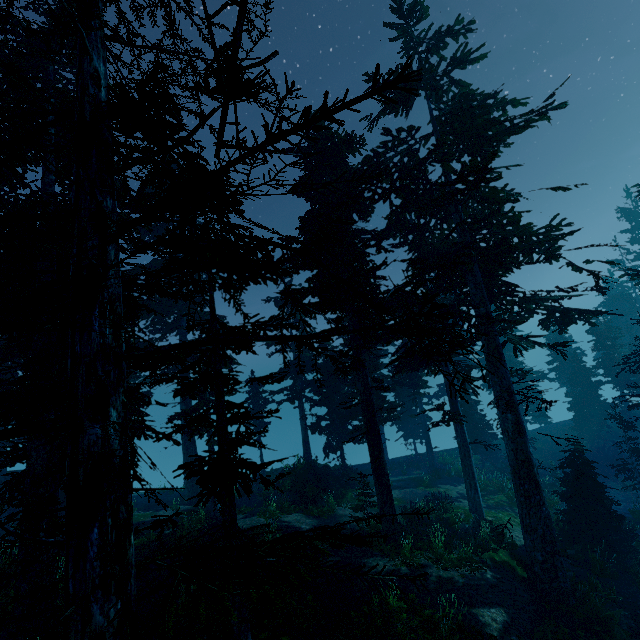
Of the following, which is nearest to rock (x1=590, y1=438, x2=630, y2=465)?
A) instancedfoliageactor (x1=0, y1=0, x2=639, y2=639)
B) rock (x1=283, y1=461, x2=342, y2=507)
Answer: instancedfoliageactor (x1=0, y1=0, x2=639, y2=639)

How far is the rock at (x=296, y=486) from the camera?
20.80m

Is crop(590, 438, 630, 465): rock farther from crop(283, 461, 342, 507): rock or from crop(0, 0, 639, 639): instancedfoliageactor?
crop(283, 461, 342, 507): rock

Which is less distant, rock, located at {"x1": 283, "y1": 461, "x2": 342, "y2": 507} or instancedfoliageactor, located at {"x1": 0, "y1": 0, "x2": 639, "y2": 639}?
instancedfoliageactor, located at {"x1": 0, "y1": 0, "x2": 639, "y2": 639}

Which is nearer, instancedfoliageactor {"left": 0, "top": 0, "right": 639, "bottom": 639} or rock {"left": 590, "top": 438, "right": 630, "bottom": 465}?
instancedfoliageactor {"left": 0, "top": 0, "right": 639, "bottom": 639}

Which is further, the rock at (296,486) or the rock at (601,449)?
the rock at (601,449)

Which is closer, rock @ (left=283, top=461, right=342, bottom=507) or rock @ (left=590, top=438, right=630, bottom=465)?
rock @ (left=283, top=461, right=342, bottom=507)

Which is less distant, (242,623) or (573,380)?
(242,623)
